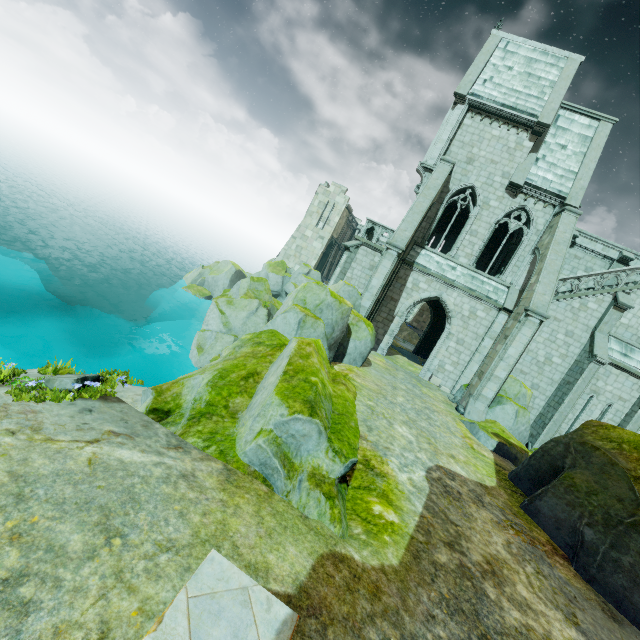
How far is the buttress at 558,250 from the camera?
14.38m

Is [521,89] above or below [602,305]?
above

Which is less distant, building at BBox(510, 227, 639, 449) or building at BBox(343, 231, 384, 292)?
building at BBox(510, 227, 639, 449)

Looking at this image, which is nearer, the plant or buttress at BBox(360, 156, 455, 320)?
the plant

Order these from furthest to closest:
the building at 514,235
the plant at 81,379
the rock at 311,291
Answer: the building at 514,235
the rock at 311,291
the plant at 81,379

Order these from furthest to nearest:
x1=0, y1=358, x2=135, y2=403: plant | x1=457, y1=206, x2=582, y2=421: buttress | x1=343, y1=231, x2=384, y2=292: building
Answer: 1. x1=343, y1=231, x2=384, y2=292: building
2. x1=457, y1=206, x2=582, y2=421: buttress
3. x1=0, y1=358, x2=135, y2=403: plant

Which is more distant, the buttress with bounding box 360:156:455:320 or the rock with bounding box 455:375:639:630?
the buttress with bounding box 360:156:455:320

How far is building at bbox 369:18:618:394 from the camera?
18.2 meters
